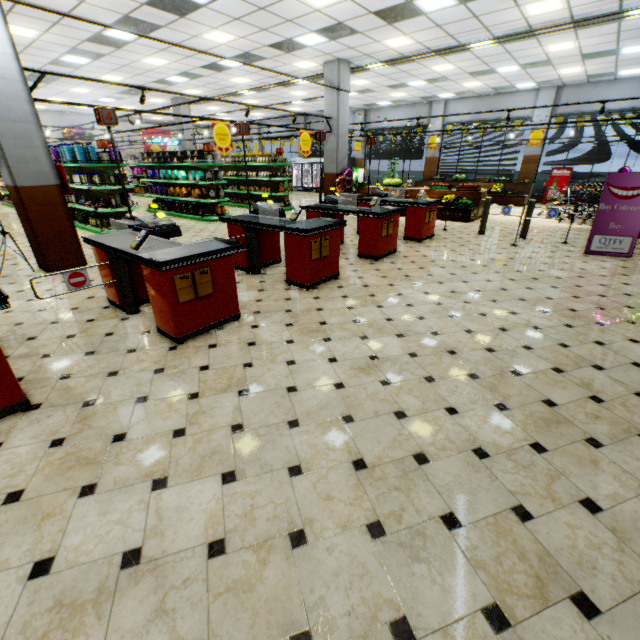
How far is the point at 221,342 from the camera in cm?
375

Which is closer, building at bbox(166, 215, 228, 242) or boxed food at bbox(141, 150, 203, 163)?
building at bbox(166, 215, 228, 242)

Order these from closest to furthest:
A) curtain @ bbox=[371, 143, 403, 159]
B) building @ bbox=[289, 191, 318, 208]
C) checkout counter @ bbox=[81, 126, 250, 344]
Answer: checkout counter @ bbox=[81, 126, 250, 344] → building @ bbox=[289, 191, 318, 208] → curtain @ bbox=[371, 143, 403, 159]

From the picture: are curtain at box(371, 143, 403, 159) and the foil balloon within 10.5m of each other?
yes

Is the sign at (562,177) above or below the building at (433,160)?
below

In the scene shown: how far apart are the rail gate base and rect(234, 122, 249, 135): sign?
3.05m

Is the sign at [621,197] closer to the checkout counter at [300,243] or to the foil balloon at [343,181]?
the checkout counter at [300,243]

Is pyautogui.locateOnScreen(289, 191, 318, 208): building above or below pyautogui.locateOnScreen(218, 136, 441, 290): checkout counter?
below
